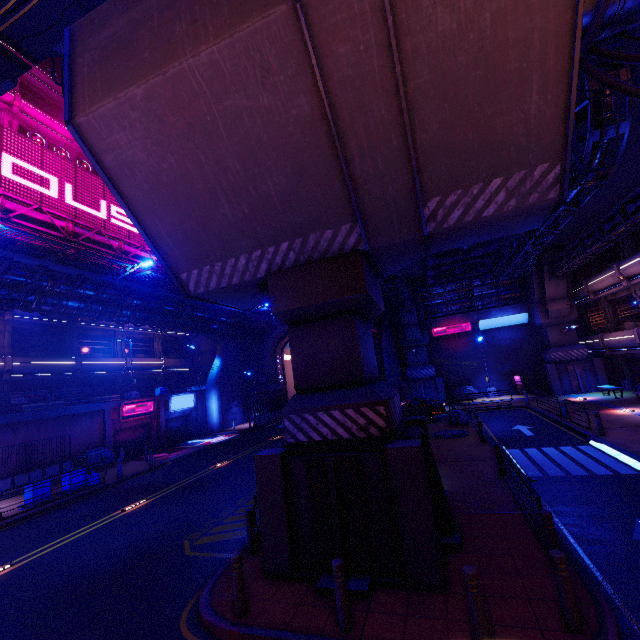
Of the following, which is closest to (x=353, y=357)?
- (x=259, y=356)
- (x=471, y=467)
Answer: (x=471, y=467)

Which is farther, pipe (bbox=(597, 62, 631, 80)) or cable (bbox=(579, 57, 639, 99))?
pipe (bbox=(597, 62, 631, 80))

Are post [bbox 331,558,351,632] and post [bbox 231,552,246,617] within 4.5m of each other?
yes

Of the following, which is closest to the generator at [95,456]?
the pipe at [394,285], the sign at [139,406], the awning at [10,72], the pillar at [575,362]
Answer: the sign at [139,406]

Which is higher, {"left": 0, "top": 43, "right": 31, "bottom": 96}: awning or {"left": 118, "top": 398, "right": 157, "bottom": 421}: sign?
{"left": 0, "top": 43, "right": 31, "bottom": 96}: awning

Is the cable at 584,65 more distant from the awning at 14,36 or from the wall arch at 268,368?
the wall arch at 268,368

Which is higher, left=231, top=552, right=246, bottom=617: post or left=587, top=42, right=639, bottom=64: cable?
left=587, top=42, right=639, bottom=64: cable

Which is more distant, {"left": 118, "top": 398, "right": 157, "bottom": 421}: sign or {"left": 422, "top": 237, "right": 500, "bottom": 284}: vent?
{"left": 118, "top": 398, "right": 157, "bottom": 421}: sign
